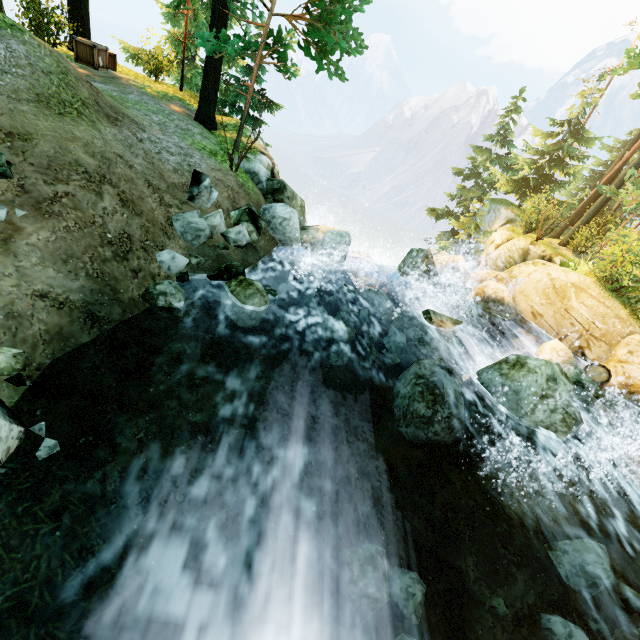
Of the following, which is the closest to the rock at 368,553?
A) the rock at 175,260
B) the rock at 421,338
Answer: the rock at 421,338

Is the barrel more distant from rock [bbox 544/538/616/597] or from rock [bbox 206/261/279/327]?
rock [bbox 206/261/279/327]

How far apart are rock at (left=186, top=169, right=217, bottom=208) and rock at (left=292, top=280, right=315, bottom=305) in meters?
1.2

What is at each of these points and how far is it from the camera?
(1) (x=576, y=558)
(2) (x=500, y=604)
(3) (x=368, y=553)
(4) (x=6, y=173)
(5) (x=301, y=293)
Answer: (1) rock, 5.7 meters
(2) rock, 5.2 meters
(3) rock, 4.3 meters
(4) rock, 4.6 meters
(5) rock, 9.0 meters

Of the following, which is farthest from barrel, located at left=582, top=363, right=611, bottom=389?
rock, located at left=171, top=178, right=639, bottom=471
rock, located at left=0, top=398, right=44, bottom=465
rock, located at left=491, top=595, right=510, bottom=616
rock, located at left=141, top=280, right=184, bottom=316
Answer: rock, located at left=0, top=398, right=44, bottom=465

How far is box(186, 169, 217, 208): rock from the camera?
7.5 meters

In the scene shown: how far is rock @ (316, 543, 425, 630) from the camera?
3.90m

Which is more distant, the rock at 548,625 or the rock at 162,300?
the rock at 162,300
